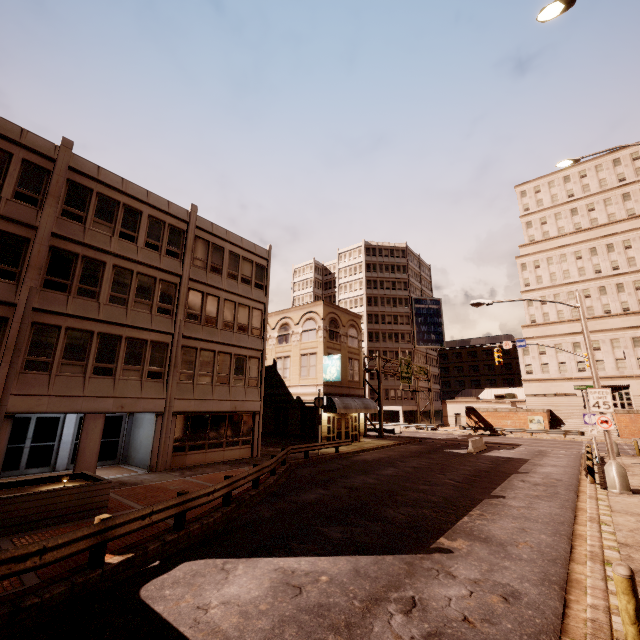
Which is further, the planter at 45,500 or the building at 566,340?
the building at 566,340

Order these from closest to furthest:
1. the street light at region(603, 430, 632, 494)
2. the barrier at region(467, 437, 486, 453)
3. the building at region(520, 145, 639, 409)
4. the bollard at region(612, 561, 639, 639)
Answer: the bollard at region(612, 561, 639, 639), the street light at region(603, 430, 632, 494), the barrier at region(467, 437, 486, 453), the building at region(520, 145, 639, 409)

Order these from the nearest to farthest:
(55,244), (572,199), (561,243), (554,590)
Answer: (554,590) < (55,244) < (561,243) < (572,199)

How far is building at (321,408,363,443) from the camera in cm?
2856

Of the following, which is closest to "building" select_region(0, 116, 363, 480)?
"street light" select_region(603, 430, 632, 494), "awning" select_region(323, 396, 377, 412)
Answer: "awning" select_region(323, 396, 377, 412)

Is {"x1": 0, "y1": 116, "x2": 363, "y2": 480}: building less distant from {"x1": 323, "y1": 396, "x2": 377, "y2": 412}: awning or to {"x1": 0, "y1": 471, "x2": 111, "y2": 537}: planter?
{"x1": 323, "y1": 396, "x2": 377, "y2": 412}: awning

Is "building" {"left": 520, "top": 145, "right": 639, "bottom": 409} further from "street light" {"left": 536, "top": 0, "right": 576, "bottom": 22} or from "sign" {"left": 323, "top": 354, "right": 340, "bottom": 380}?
"street light" {"left": 536, "top": 0, "right": 576, "bottom": 22}

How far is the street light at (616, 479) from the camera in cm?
1370
